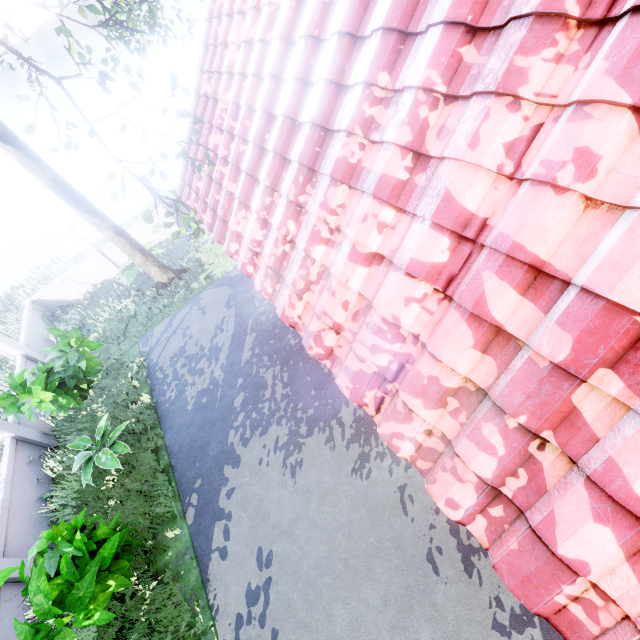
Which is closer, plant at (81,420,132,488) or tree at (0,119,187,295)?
plant at (81,420,132,488)

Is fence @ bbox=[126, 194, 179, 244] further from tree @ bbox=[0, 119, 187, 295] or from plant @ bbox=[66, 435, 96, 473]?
plant @ bbox=[66, 435, 96, 473]

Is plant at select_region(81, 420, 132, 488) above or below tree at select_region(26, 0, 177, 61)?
below

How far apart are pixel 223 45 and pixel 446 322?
6.2 meters

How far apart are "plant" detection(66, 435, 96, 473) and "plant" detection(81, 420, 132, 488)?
0.46m

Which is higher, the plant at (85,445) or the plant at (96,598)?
the plant at (96,598)

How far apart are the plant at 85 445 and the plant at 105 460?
0.46m

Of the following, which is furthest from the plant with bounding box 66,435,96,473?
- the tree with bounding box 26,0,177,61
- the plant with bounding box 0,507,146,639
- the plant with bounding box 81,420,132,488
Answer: the tree with bounding box 26,0,177,61
